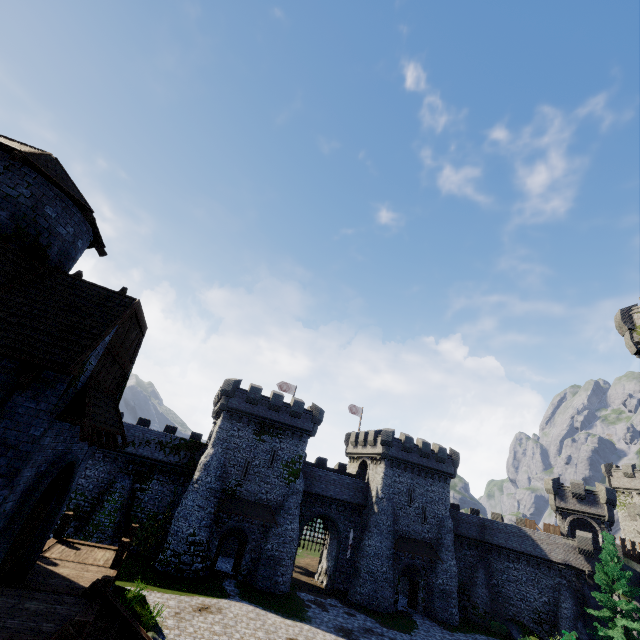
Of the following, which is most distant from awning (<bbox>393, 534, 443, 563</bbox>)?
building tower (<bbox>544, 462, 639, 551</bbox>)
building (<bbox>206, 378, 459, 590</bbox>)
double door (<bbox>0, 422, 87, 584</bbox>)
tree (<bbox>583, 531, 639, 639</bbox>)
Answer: double door (<bbox>0, 422, 87, 584</bbox>)

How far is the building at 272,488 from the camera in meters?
32.9

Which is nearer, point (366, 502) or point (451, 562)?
point (451, 562)

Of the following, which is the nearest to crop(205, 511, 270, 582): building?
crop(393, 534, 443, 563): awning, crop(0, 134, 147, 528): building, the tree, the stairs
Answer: crop(393, 534, 443, 563): awning

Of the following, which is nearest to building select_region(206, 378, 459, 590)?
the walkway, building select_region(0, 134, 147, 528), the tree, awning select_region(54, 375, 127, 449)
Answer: the tree

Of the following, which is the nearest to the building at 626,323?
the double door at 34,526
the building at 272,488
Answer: the double door at 34,526

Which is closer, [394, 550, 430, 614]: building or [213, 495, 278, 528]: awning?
[213, 495, 278, 528]: awning

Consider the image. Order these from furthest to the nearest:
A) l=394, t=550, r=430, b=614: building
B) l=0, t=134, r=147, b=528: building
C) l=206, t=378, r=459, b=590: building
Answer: l=394, t=550, r=430, b=614: building → l=206, t=378, r=459, b=590: building → l=0, t=134, r=147, b=528: building
